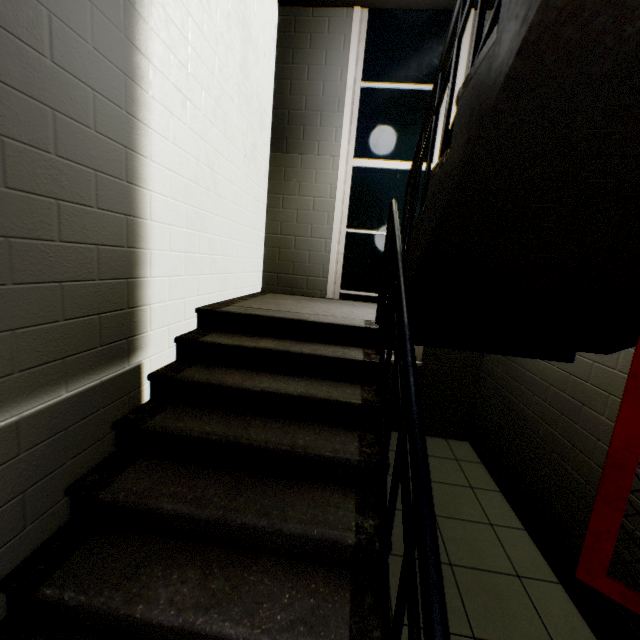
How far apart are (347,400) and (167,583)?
1.1 meters

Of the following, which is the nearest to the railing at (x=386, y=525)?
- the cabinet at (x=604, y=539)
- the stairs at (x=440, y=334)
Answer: the stairs at (x=440, y=334)

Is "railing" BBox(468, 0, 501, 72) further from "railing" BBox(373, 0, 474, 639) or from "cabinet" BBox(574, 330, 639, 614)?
"cabinet" BBox(574, 330, 639, 614)

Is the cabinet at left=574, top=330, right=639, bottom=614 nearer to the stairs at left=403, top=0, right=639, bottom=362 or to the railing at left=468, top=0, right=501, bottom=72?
the stairs at left=403, top=0, right=639, bottom=362

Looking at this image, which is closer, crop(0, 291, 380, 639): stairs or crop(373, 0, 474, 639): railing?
crop(373, 0, 474, 639): railing

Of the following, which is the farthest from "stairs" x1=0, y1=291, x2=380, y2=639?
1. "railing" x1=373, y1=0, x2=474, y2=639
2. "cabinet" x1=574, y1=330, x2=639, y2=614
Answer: "cabinet" x1=574, y1=330, x2=639, y2=614

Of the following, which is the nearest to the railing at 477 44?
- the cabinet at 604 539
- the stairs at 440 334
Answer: the stairs at 440 334

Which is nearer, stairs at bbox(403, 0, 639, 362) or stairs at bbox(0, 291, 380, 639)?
stairs at bbox(403, 0, 639, 362)
